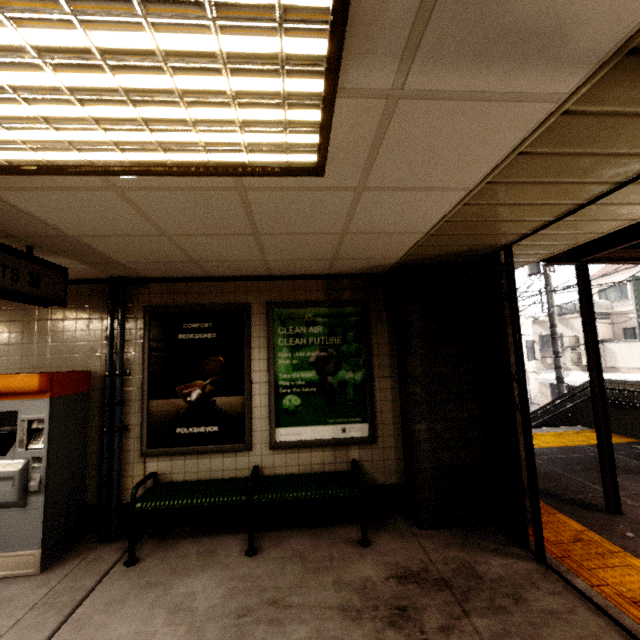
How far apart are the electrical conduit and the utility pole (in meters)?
11.34

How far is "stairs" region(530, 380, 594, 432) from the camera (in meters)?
7.59

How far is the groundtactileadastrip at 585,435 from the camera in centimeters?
641cm

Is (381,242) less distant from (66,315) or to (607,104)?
(607,104)

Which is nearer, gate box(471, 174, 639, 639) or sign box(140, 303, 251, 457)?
gate box(471, 174, 639, 639)

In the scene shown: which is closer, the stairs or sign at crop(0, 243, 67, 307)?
sign at crop(0, 243, 67, 307)

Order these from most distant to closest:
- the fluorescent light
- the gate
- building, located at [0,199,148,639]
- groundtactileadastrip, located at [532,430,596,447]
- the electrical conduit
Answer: groundtactileadastrip, located at [532,430,596,447] → the electrical conduit → the gate → building, located at [0,199,148,639] → the fluorescent light

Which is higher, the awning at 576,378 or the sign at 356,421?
the sign at 356,421
